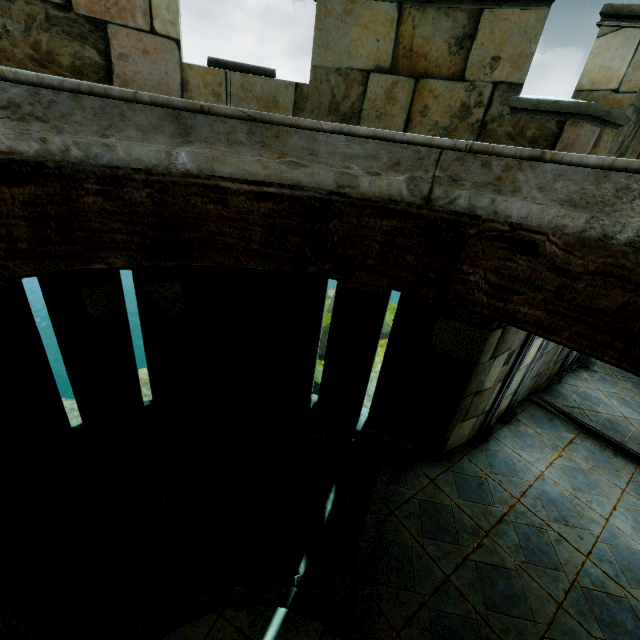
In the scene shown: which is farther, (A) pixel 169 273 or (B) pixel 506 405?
(B) pixel 506 405
